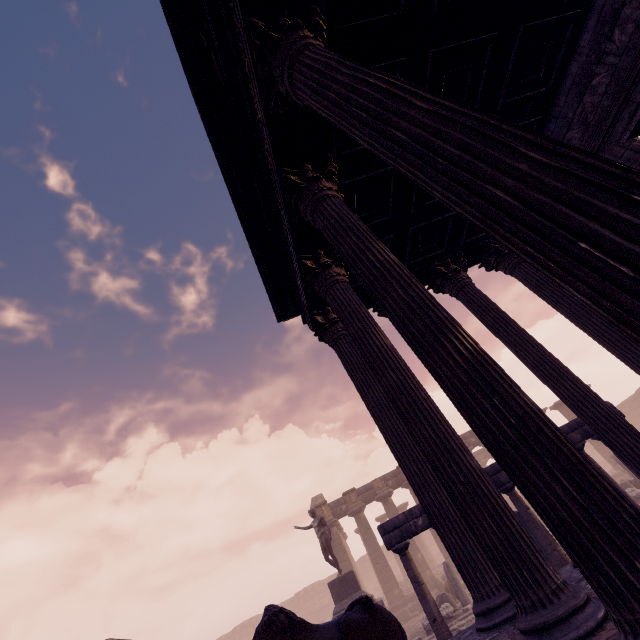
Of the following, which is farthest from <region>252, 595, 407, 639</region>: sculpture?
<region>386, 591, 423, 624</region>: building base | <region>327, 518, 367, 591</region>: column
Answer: <region>327, 518, 367, 591</region>: column

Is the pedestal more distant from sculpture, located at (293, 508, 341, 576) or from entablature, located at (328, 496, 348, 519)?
entablature, located at (328, 496, 348, 519)

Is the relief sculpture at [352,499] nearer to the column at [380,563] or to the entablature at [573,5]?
the column at [380,563]

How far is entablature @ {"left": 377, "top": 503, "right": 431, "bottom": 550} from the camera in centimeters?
798cm

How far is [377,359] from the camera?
4.08m

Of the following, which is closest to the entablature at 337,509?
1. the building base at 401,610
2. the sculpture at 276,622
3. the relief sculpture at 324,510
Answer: the relief sculpture at 324,510

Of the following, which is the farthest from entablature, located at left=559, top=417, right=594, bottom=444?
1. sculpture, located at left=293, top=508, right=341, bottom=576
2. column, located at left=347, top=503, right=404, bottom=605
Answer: column, located at left=347, top=503, right=404, bottom=605

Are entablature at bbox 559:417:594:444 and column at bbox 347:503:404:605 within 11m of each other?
no
